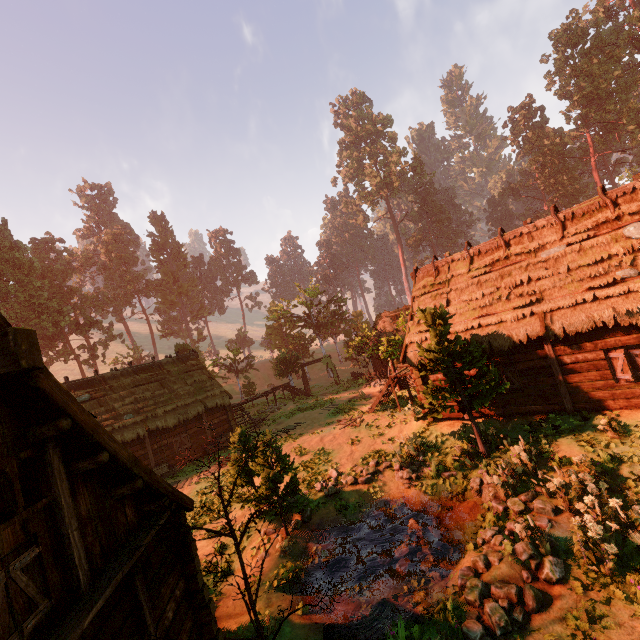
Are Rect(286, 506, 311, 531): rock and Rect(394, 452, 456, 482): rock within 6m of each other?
yes

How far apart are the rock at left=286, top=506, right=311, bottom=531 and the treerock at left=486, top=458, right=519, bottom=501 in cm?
696

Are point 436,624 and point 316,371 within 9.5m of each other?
no

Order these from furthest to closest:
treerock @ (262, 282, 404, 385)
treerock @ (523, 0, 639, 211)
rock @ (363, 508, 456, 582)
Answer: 1. treerock @ (523, 0, 639, 211)
2. treerock @ (262, 282, 404, 385)
3. rock @ (363, 508, 456, 582)

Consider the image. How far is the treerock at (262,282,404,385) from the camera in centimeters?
3194cm

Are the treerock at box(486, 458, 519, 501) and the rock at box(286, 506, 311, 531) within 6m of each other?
no

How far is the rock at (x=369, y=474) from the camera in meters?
13.5

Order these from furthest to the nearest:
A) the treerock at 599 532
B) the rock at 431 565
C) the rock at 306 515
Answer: the rock at 306 515
the rock at 431 565
the treerock at 599 532
